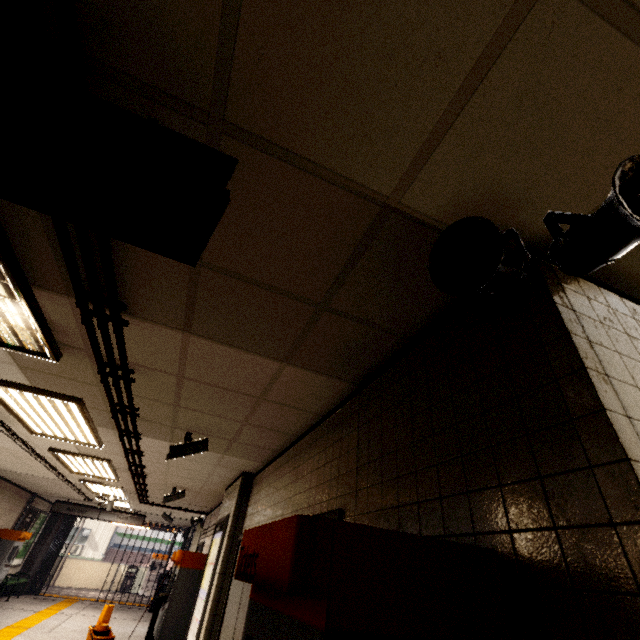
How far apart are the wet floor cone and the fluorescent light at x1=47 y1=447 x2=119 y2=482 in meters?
2.9

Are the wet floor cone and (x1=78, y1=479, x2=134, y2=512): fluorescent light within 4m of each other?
yes

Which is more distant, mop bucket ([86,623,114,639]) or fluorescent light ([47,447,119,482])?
mop bucket ([86,623,114,639])

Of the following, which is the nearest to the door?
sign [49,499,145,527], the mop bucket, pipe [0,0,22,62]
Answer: pipe [0,0,22,62]

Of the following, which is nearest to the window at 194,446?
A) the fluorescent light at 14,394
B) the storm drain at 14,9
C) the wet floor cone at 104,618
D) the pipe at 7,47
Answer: the storm drain at 14,9

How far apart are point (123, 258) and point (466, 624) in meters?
2.2

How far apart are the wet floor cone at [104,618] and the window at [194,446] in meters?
6.5 m

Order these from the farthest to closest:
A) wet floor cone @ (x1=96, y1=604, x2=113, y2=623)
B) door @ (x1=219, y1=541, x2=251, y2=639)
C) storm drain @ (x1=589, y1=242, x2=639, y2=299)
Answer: wet floor cone @ (x1=96, y1=604, x2=113, y2=623)
door @ (x1=219, y1=541, x2=251, y2=639)
storm drain @ (x1=589, y1=242, x2=639, y2=299)
